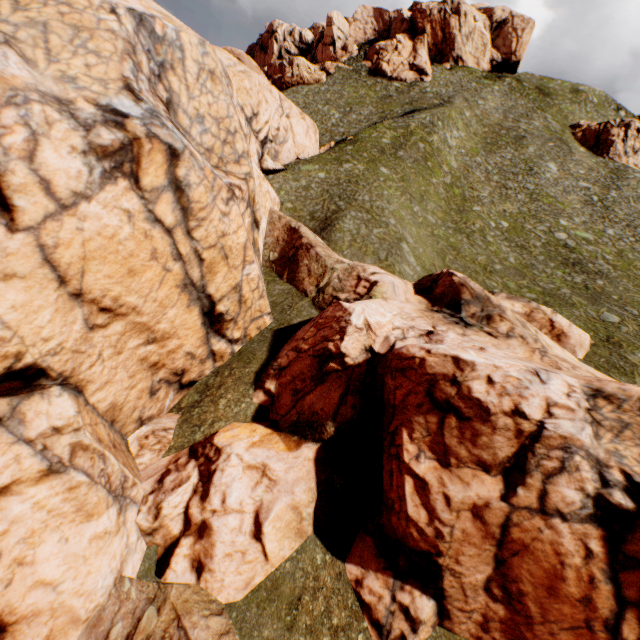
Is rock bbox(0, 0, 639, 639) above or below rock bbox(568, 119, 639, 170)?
below

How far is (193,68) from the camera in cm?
1313

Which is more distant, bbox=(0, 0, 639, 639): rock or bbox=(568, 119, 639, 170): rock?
bbox=(568, 119, 639, 170): rock

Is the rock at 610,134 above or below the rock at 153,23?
above

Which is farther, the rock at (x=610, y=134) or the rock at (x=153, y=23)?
the rock at (x=610, y=134)
